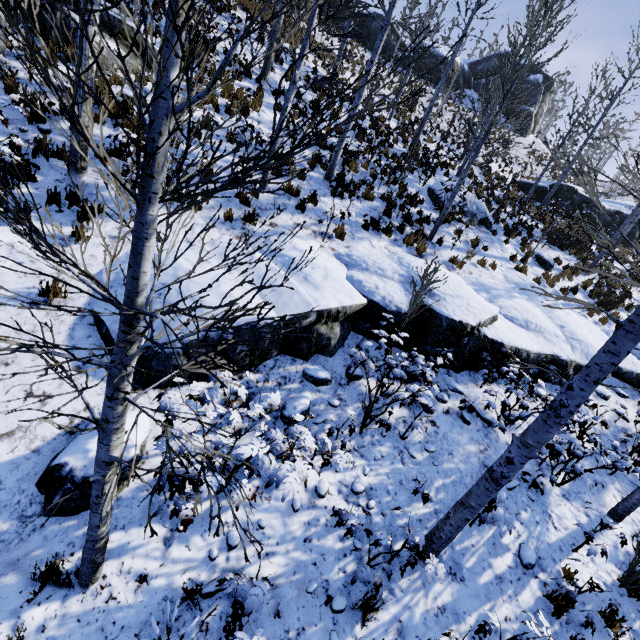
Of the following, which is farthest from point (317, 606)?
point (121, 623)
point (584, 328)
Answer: point (584, 328)

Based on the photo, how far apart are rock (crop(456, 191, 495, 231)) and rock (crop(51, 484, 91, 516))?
12.1m

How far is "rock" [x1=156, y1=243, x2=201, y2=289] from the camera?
5.1m

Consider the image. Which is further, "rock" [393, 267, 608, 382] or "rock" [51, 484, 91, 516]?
"rock" [393, 267, 608, 382]

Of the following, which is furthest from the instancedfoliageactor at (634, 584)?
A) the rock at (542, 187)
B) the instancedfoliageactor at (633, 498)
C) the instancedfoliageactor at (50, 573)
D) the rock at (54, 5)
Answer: the rock at (54, 5)

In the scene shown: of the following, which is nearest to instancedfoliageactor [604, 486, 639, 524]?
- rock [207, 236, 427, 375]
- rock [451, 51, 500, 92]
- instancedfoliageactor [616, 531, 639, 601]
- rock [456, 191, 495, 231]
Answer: rock [207, 236, 427, 375]

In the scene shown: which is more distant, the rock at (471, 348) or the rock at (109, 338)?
the rock at (471, 348)
